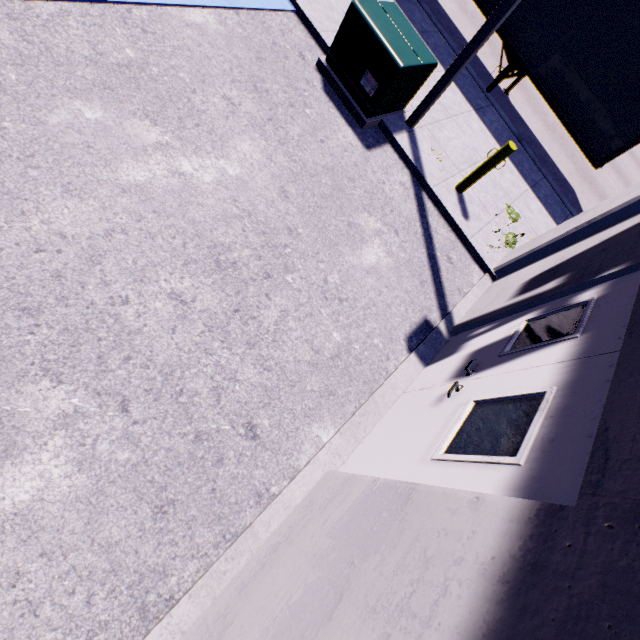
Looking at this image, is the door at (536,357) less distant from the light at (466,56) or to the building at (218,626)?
the building at (218,626)

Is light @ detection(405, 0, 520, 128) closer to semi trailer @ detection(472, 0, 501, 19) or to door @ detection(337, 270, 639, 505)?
semi trailer @ detection(472, 0, 501, 19)

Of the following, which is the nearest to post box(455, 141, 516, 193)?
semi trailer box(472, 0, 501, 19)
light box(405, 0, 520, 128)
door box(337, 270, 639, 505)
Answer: light box(405, 0, 520, 128)

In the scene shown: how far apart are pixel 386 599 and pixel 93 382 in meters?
2.9 m

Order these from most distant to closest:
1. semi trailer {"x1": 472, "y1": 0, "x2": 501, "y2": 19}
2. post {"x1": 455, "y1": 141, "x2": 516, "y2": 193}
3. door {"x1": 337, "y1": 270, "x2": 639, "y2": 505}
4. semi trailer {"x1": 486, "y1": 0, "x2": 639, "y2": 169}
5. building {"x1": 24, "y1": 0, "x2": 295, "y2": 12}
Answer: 1. semi trailer {"x1": 472, "y1": 0, "x2": 501, "y2": 19}
2. semi trailer {"x1": 486, "y1": 0, "x2": 639, "y2": 169}
3. post {"x1": 455, "y1": 141, "x2": 516, "y2": 193}
4. building {"x1": 24, "y1": 0, "x2": 295, "y2": 12}
5. door {"x1": 337, "y1": 270, "x2": 639, "y2": 505}

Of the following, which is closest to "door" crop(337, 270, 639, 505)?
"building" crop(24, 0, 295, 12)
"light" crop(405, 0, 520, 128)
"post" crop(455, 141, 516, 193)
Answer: "building" crop(24, 0, 295, 12)

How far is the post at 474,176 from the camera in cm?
569

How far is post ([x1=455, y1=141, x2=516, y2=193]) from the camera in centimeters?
569cm
